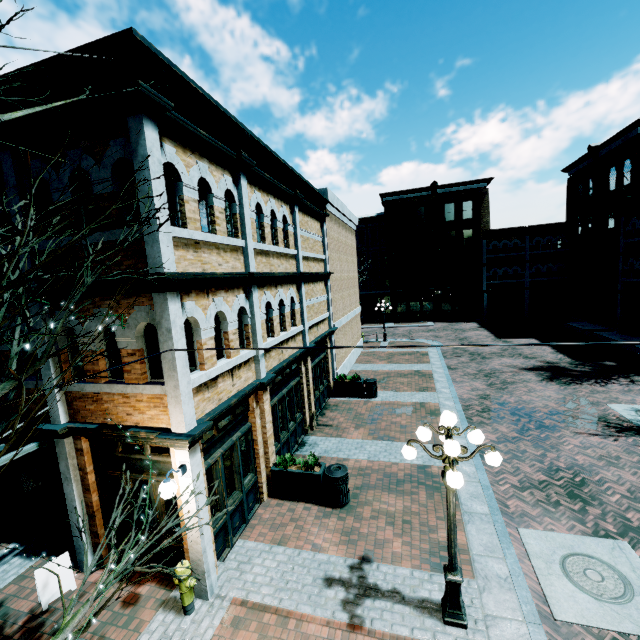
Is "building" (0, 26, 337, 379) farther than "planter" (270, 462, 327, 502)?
No

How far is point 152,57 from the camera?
5.1m

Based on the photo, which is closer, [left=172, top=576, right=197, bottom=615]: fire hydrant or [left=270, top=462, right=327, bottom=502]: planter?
[left=172, top=576, right=197, bottom=615]: fire hydrant

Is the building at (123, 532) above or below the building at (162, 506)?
below

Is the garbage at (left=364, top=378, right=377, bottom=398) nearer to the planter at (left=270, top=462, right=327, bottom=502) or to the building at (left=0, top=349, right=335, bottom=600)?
the building at (left=0, top=349, right=335, bottom=600)

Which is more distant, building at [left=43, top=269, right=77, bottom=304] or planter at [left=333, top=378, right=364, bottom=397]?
planter at [left=333, top=378, right=364, bottom=397]

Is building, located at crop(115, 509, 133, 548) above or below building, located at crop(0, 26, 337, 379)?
below

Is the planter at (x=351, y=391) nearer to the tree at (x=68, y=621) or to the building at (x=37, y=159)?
the building at (x=37, y=159)
